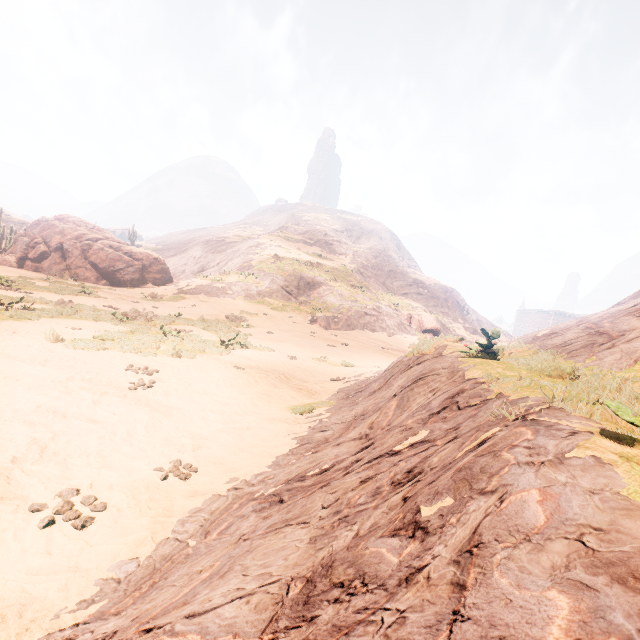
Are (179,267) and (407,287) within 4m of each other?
no

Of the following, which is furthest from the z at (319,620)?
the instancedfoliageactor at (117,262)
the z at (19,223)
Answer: the z at (19,223)

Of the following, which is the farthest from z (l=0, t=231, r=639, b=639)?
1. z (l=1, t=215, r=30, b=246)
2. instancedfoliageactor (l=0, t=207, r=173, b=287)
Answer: z (l=1, t=215, r=30, b=246)

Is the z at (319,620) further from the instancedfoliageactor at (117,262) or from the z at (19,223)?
the z at (19,223)

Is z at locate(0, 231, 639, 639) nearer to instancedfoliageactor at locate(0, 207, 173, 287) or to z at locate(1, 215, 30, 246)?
instancedfoliageactor at locate(0, 207, 173, 287)

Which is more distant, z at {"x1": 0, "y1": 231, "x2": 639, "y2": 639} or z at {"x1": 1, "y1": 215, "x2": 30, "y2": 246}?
z at {"x1": 1, "y1": 215, "x2": 30, "y2": 246}
